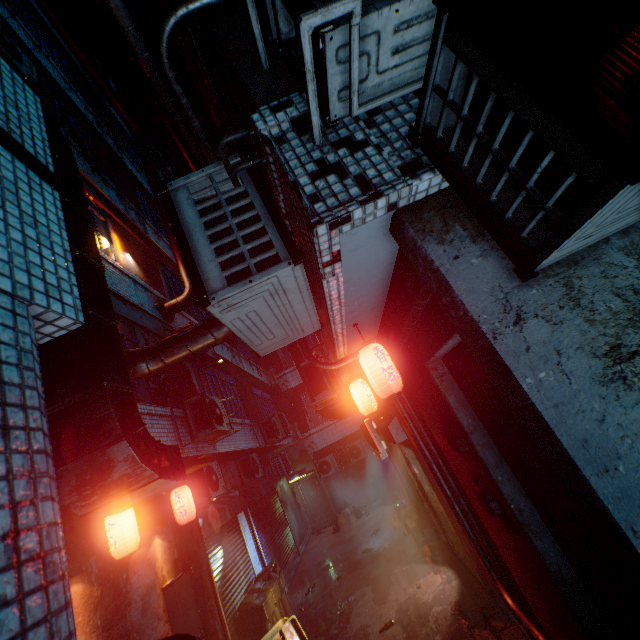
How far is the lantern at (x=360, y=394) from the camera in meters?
4.3 m

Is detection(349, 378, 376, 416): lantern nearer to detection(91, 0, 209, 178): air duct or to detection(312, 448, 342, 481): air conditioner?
detection(91, 0, 209, 178): air duct

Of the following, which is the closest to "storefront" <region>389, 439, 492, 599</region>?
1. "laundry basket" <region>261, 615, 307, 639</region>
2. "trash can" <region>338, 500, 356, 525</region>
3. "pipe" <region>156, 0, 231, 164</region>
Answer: "pipe" <region>156, 0, 231, 164</region>

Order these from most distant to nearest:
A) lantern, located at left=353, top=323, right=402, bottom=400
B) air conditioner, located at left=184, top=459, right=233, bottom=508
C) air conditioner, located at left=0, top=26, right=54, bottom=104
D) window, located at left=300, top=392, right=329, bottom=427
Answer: window, located at left=300, top=392, right=329, bottom=427, air conditioner, located at left=184, top=459, right=233, bottom=508, air conditioner, located at left=0, top=26, right=54, bottom=104, lantern, located at left=353, top=323, right=402, bottom=400

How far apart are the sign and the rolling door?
0.18m

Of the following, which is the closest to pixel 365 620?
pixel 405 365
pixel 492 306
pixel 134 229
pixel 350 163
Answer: pixel 405 365

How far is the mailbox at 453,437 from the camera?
2.5m

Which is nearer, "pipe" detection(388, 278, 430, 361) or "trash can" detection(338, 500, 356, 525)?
"pipe" detection(388, 278, 430, 361)
